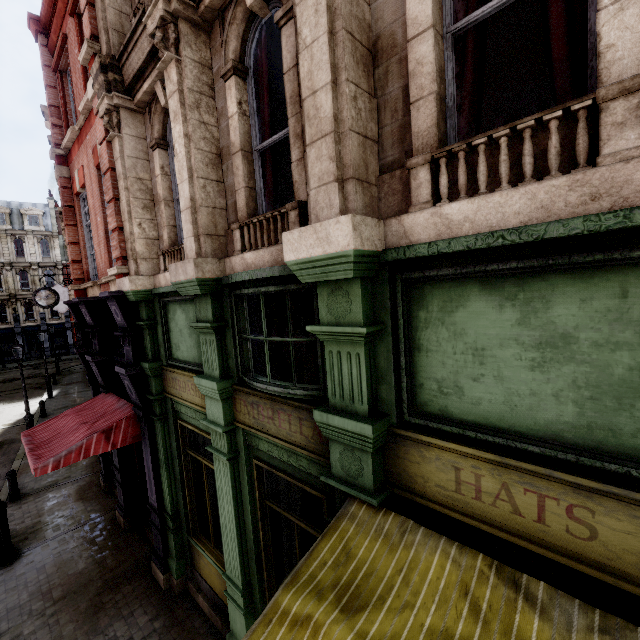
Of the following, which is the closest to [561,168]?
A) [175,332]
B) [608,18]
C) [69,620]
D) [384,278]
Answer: [608,18]

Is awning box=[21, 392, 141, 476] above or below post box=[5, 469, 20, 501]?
above

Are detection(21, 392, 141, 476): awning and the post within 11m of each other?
yes

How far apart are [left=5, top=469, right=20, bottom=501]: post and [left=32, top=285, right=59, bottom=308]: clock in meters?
8.1

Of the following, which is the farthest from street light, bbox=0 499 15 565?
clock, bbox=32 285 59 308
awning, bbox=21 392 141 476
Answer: clock, bbox=32 285 59 308

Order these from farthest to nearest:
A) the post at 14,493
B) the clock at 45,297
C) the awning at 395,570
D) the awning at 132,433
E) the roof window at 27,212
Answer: the roof window at 27,212, the clock at 45,297, the post at 14,493, the awning at 132,433, the awning at 395,570

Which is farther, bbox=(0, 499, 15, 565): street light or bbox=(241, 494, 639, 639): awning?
bbox=(0, 499, 15, 565): street light

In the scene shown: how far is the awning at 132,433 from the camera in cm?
590
